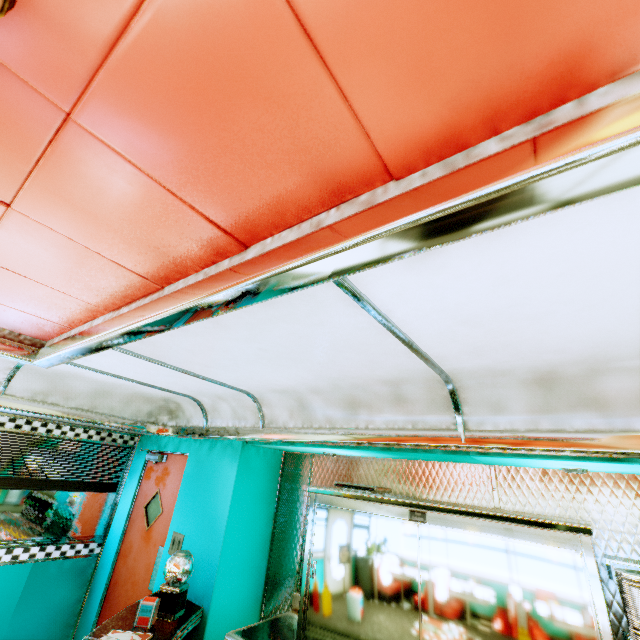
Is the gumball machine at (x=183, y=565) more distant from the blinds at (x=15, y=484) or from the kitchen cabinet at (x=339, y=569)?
the blinds at (x=15, y=484)

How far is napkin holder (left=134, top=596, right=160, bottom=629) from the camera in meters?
2.6 m

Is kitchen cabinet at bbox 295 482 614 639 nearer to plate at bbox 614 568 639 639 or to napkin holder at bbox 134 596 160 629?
plate at bbox 614 568 639 639

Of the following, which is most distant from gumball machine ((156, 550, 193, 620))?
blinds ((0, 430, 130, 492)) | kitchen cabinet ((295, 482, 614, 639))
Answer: blinds ((0, 430, 130, 492))

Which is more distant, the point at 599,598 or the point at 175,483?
the point at 175,483

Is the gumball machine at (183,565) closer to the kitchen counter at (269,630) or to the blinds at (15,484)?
the kitchen counter at (269,630)

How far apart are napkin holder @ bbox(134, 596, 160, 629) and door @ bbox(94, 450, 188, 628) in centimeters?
113cm

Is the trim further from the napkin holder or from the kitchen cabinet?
the napkin holder
